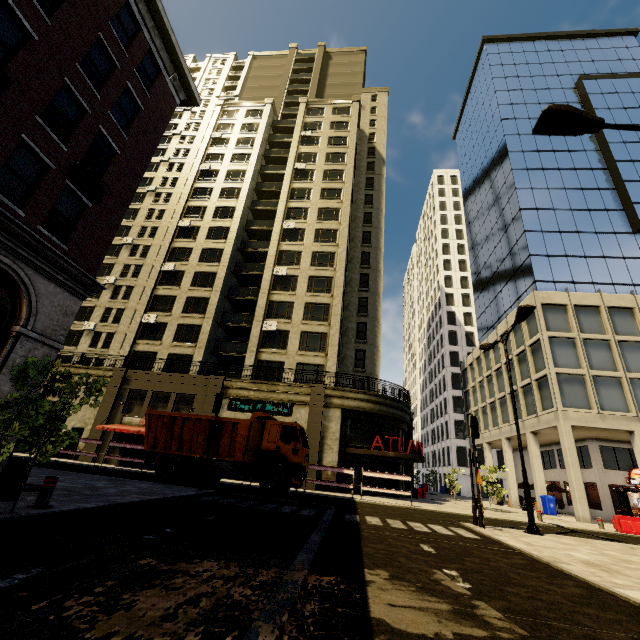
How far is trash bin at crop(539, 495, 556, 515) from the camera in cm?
2388

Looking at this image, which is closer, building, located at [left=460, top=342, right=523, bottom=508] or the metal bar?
the metal bar

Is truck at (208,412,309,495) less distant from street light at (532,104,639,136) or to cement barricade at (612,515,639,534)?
street light at (532,104,639,136)

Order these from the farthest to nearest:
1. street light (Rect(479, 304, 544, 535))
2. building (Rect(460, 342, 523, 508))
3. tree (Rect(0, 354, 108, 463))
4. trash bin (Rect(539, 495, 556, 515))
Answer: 1. building (Rect(460, 342, 523, 508))
2. trash bin (Rect(539, 495, 556, 515))
3. street light (Rect(479, 304, 544, 535))
4. tree (Rect(0, 354, 108, 463))

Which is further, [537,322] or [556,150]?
[556,150]

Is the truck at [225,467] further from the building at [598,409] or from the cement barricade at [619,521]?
the cement barricade at [619,521]

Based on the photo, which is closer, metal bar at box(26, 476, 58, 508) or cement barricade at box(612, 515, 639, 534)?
metal bar at box(26, 476, 58, 508)

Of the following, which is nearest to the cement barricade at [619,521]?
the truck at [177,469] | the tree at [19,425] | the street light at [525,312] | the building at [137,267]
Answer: the building at [137,267]
